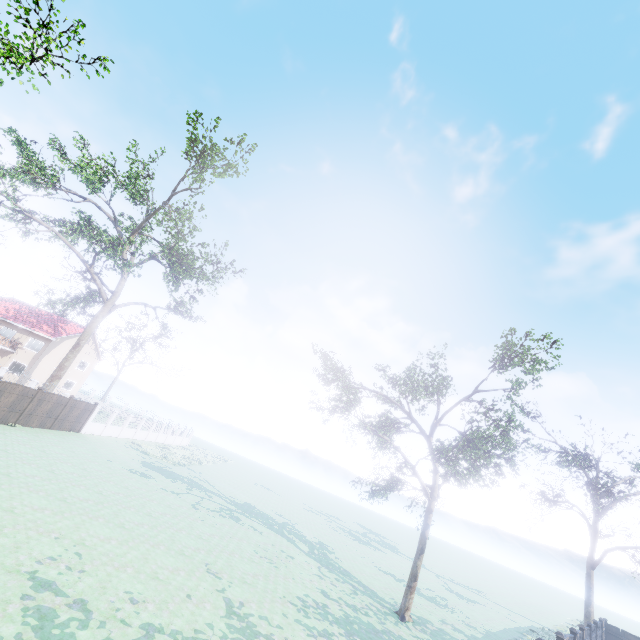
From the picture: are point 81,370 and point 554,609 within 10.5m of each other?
no

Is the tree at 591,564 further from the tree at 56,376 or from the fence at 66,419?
the tree at 56,376

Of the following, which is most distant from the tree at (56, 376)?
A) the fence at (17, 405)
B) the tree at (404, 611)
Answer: the tree at (404, 611)

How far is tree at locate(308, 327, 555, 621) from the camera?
15.4m

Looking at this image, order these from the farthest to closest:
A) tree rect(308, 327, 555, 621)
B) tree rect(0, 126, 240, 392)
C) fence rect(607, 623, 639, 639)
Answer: tree rect(0, 126, 240, 392)
fence rect(607, 623, 639, 639)
tree rect(308, 327, 555, 621)

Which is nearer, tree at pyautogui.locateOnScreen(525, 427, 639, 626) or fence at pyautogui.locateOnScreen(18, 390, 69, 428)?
fence at pyautogui.locateOnScreen(18, 390, 69, 428)

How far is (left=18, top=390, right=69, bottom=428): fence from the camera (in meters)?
21.08
